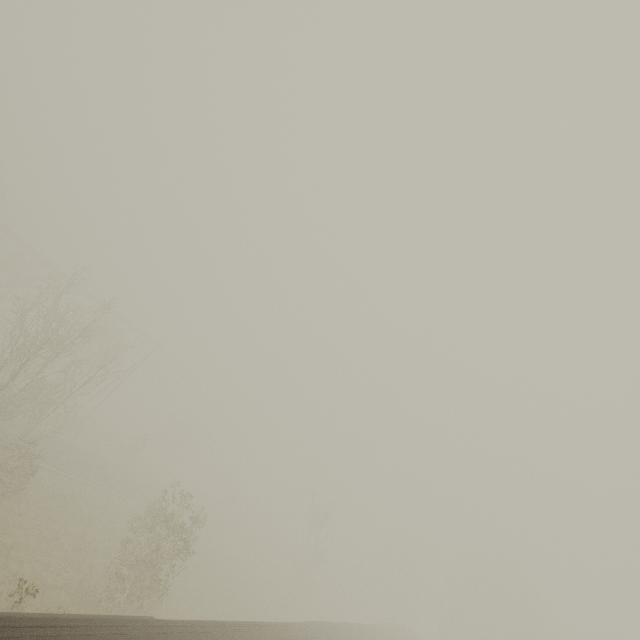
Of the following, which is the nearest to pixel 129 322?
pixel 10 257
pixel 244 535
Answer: pixel 10 257
